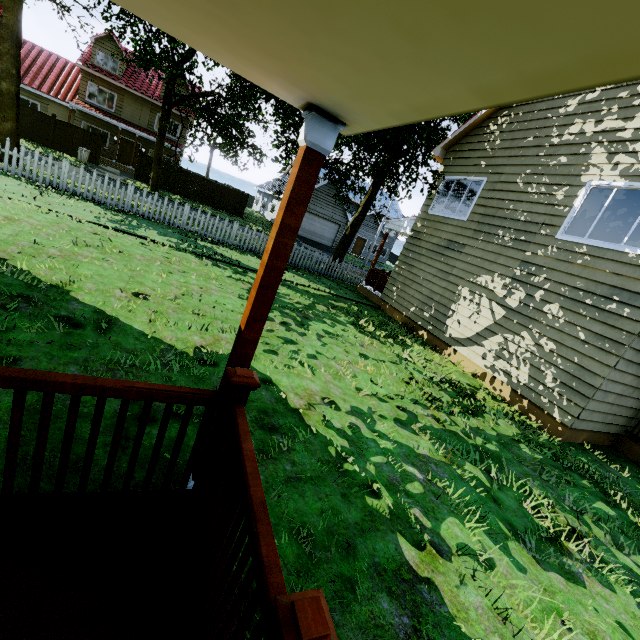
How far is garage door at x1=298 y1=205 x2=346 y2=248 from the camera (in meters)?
31.12

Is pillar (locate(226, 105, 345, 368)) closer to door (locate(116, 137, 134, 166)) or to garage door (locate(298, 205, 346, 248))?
garage door (locate(298, 205, 346, 248))

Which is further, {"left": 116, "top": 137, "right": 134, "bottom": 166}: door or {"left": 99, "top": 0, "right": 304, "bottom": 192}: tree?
{"left": 116, "top": 137, "right": 134, "bottom": 166}: door

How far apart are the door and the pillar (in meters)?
33.87

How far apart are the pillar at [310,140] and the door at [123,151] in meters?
33.9

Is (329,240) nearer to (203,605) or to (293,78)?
(293,78)

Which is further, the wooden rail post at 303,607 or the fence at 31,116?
the fence at 31,116

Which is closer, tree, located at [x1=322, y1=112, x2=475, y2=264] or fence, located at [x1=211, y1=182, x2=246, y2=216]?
tree, located at [x1=322, y1=112, x2=475, y2=264]
